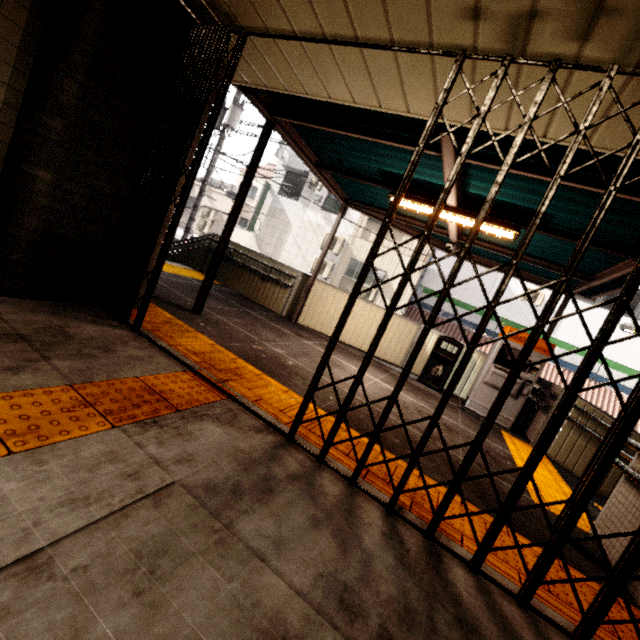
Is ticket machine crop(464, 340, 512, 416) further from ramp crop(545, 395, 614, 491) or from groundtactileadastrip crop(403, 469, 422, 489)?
groundtactileadastrip crop(403, 469, 422, 489)

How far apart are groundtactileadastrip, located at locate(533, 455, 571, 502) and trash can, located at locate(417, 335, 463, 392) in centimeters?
137cm

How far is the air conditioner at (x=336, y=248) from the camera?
16.20m

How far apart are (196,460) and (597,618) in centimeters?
233cm

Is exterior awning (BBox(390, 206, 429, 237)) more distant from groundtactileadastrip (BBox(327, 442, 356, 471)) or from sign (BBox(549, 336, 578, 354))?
sign (BBox(549, 336, 578, 354))

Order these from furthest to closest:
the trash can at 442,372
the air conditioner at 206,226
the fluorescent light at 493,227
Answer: the air conditioner at 206,226 → the trash can at 442,372 → the fluorescent light at 493,227

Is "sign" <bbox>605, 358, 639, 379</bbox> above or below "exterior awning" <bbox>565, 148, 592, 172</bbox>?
below

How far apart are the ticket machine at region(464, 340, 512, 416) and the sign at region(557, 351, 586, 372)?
8.4m
